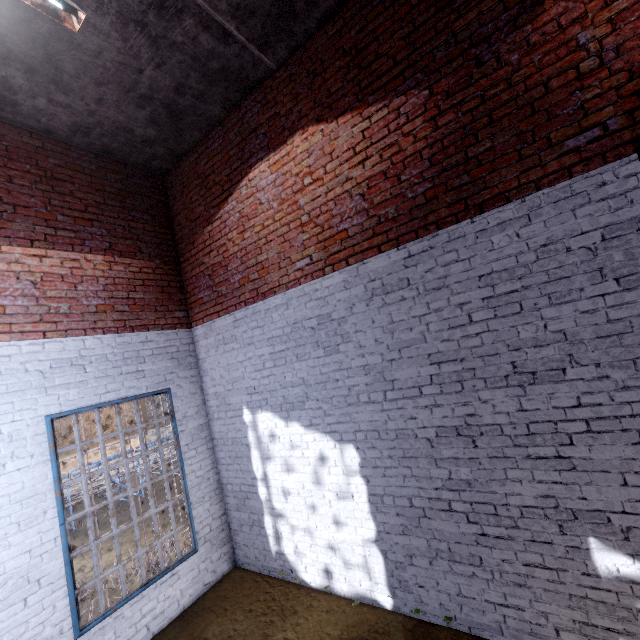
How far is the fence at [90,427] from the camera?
A: 26.44m

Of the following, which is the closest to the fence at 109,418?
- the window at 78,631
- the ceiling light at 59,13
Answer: the window at 78,631

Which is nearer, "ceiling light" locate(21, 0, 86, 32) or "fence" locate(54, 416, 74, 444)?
"ceiling light" locate(21, 0, 86, 32)

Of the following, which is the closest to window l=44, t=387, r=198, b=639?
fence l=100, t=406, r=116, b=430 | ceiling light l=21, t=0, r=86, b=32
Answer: fence l=100, t=406, r=116, b=430

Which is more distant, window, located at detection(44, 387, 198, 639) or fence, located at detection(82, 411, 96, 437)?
fence, located at detection(82, 411, 96, 437)

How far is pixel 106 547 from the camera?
7.2m

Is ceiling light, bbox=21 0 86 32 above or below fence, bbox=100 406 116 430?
above
